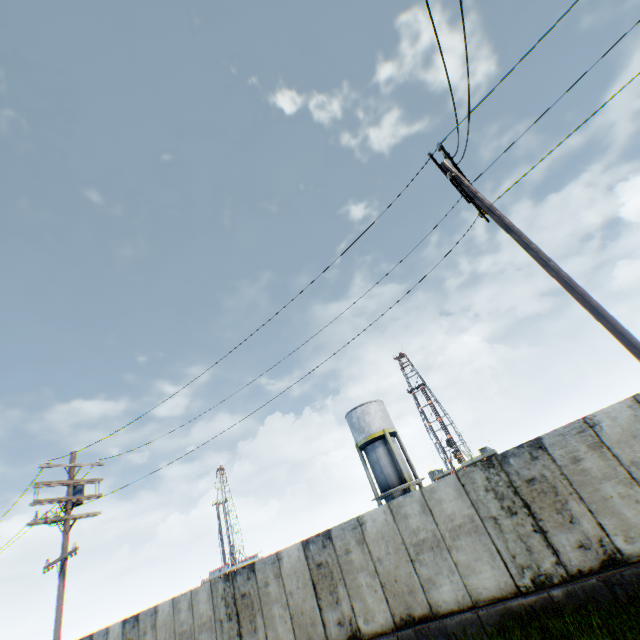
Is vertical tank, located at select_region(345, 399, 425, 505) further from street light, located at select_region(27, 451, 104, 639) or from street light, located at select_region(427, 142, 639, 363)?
street light, located at select_region(427, 142, 639, 363)

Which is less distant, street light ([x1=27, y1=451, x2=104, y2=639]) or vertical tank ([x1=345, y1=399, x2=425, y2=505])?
street light ([x1=27, y1=451, x2=104, y2=639])

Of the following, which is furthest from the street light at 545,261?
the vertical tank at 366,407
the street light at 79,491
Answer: the vertical tank at 366,407

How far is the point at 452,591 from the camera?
8.75m

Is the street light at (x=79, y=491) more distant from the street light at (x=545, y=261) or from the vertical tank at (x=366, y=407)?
the vertical tank at (x=366, y=407)

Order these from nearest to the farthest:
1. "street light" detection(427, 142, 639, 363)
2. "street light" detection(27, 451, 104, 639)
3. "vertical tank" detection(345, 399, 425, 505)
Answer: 1. "street light" detection(427, 142, 639, 363)
2. "street light" detection(27, 451, 104, 639)
3. "vertical tank" detection(345, 399, 425, 505)

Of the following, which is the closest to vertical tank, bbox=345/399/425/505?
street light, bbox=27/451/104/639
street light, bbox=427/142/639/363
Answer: street light, bbox=27/451/104/639
